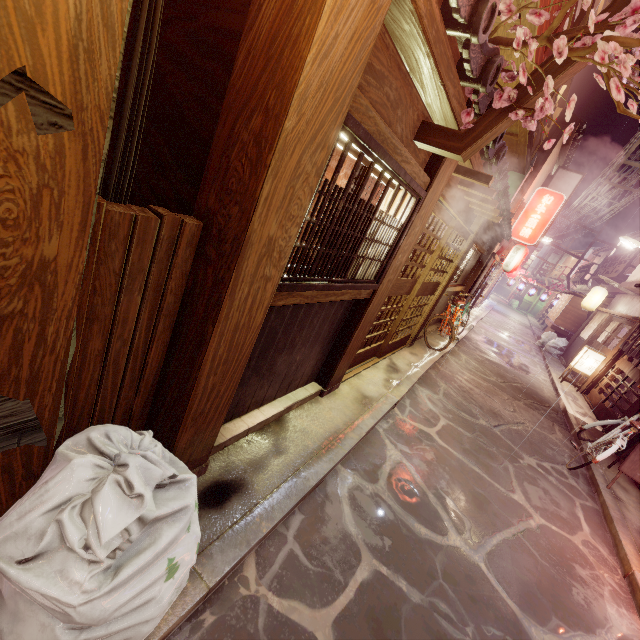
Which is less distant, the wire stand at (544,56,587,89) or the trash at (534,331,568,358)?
the wire stand at (544,56,587,89)

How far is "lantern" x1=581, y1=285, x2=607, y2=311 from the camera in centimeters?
2553cm

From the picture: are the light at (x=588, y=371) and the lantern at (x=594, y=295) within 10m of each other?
yes

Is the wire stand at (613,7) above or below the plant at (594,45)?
above

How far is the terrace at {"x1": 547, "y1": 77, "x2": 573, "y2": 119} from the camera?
11.96m

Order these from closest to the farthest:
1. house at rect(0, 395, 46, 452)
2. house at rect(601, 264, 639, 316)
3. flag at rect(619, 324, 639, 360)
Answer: house at rect(0, 395, 46, 452)
flag at rect(619, 324, 639, 360)
house at rect(601, 264, 639, 316)

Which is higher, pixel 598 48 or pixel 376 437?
pixel 598 48

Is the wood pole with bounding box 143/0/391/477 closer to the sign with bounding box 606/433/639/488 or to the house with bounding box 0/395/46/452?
the house with bounding box 0/395/46/452
